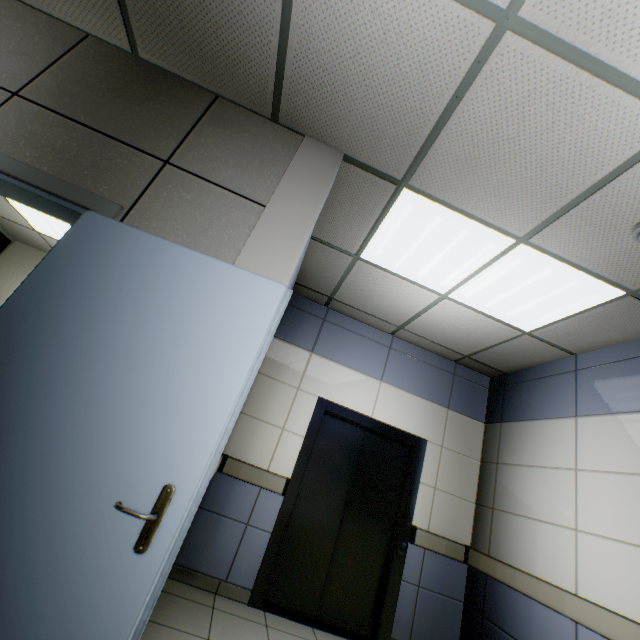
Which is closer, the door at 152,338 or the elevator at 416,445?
the door at 152,338

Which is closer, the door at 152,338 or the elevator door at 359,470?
the door at 152,338

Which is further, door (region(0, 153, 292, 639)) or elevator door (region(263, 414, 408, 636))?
elevator door (region(263, 414, 408, 636))

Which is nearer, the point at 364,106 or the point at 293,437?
the point at 364,106

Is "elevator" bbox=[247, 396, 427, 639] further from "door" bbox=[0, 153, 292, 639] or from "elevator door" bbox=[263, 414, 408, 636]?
"door" bbox=[0, 153, 292, 639]

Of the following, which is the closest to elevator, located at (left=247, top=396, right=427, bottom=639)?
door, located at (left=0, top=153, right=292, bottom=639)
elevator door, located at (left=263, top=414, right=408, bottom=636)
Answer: elevator door, located at (left=263, top=414, right=408, bottom=636)

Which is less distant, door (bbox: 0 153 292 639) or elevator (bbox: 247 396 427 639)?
door (bbox: 0 153 292 639)
